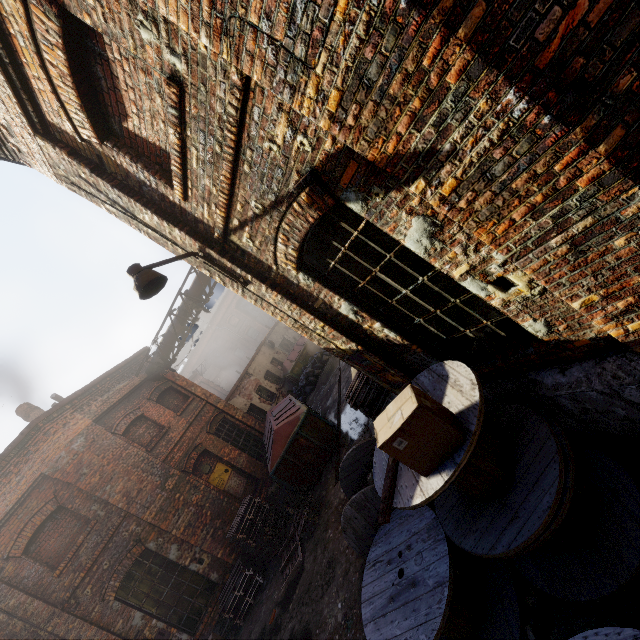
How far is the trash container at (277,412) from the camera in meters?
9.6

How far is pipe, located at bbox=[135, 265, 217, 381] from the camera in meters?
12.1

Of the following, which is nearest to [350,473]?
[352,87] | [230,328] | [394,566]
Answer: [394,566]

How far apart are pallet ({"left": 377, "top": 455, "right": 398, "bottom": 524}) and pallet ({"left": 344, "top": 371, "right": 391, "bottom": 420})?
2.6 meters

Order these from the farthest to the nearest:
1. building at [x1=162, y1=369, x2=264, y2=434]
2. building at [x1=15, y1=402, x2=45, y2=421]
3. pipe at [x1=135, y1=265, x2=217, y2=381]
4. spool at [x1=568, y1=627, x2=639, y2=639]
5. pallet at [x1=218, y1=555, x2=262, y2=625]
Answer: building at [x1=162, y1=369, x2=264, y2=434]
building at [x1=15, y1=402, x2=45, y2=421]
pipe at [x1=135, y1=265, x2=217, y2=381]
pallet at [x1=218, y1=555, x2=262, y2=625]
spool at [x1=568, y1=627, x2=639, y2=639]

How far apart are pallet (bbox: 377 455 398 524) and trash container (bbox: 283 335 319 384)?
15.38m

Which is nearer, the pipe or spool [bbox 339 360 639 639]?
spool [bbox 339 360 639 639]

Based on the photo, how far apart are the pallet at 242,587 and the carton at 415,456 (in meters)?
8.44
